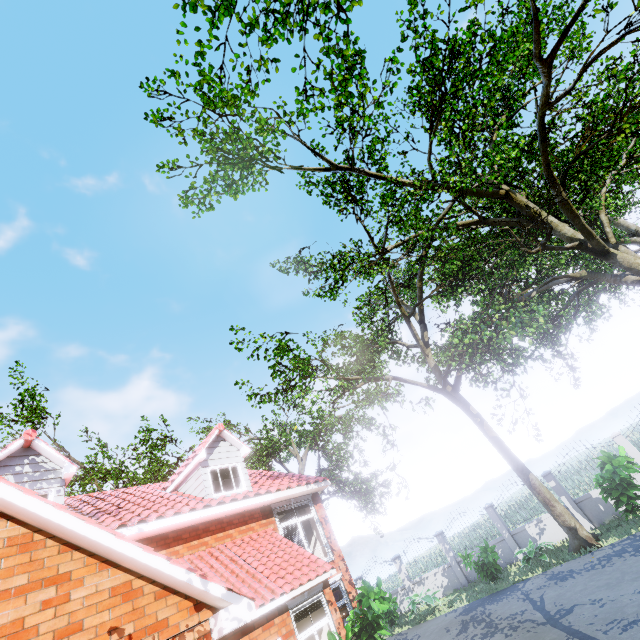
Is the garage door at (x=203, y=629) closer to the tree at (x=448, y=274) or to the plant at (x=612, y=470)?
the tree at (x=448, y=274)

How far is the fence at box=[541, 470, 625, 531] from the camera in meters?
13.2

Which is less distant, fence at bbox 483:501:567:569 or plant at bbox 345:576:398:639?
plant at bbox 345:576:398:639

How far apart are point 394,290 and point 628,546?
12.5m

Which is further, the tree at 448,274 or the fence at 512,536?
the fence at 512,536

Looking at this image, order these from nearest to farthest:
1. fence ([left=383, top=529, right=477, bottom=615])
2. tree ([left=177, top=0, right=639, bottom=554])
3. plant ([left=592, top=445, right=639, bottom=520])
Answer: tree ([left=177, top=0, right=639, bottom=554]) < plant ([left=592, top=445, right=639, bottom=520]) < fence ([left=383, top=529, right=477, bottom=615])

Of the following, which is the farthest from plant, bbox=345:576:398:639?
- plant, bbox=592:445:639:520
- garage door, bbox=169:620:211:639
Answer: garage door, bbox=169:620:211:639

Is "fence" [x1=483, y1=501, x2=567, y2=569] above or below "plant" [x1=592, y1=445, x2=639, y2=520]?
below
